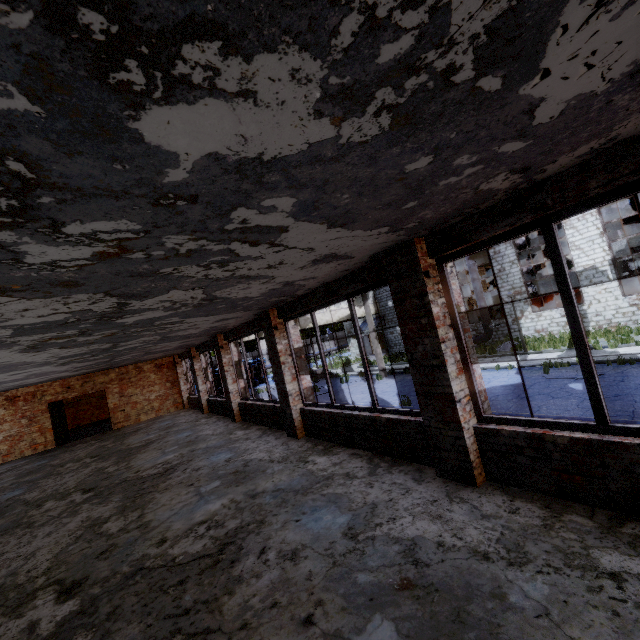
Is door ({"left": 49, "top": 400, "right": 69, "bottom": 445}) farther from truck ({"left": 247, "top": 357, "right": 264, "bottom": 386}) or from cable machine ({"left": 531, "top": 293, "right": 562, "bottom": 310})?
cable machine ({"left": 531, "top": 293, "right": 562, "bottom": 310})

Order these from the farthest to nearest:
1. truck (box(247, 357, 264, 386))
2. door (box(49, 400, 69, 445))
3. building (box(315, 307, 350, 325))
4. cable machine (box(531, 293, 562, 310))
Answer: truck (box(247, 357, 264, 386)), building (box(315, 307, 350, 325)), cable machine (box(531, 293, 562, 310)), door (box(49, 400, 69, 445))

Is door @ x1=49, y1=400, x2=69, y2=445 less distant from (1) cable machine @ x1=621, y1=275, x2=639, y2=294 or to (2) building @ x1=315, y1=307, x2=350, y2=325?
(2) building @ x1=315, y1=307, x2=350, y2=325

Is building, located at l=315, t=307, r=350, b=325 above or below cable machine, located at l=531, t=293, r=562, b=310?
above

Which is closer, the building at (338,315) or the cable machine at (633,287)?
the cable machine at (633,287)

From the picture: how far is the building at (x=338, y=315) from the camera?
27.8m

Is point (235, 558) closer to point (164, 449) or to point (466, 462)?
point (466, 462)

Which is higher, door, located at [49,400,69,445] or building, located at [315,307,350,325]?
building, located at [315,307,350,325]
